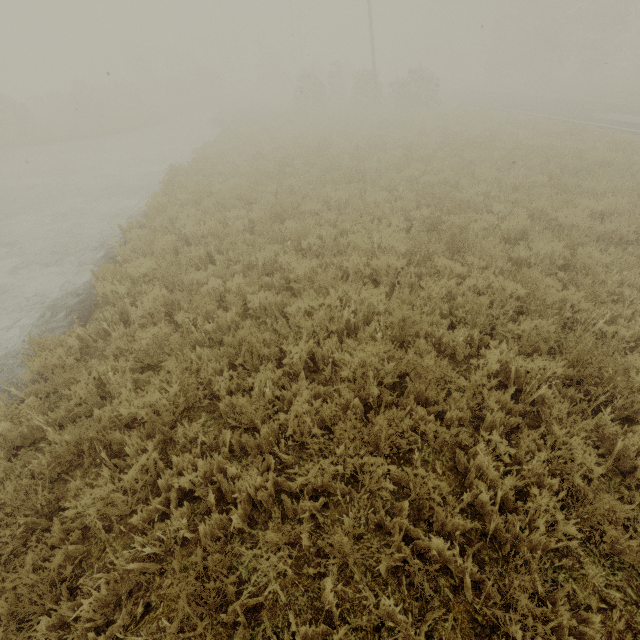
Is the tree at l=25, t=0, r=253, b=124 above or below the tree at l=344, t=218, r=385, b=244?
above

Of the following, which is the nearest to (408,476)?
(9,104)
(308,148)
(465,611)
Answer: (465,611)

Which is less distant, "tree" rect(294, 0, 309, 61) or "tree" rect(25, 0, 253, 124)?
"tree" rect(25, 0, 253, 124)

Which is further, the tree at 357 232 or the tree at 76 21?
the tree at 76 21

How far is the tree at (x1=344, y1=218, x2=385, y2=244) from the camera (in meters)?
6.57

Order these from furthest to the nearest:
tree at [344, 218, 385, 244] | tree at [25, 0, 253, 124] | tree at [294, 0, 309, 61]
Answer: tree at [294, 0, 309, 61] → tree at [25, 0, 253, 124] → tree at [344, 218, 385, 244]

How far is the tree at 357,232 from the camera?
6.57m
